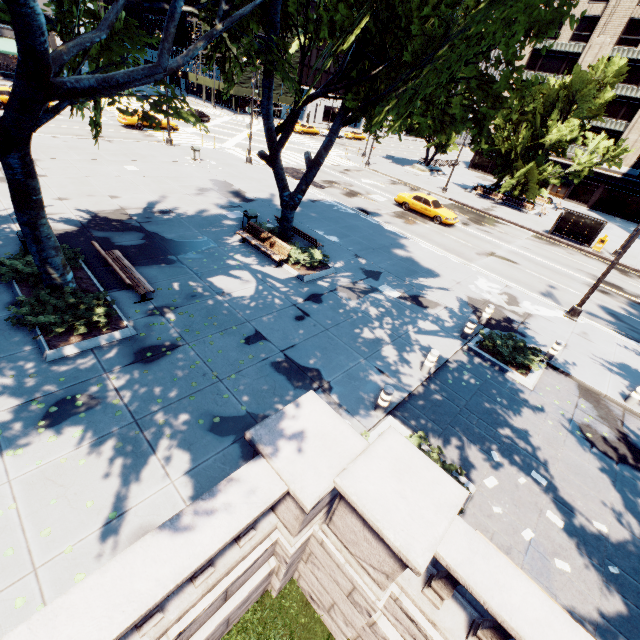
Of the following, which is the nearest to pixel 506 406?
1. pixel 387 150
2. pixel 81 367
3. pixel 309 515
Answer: pixel 309 515

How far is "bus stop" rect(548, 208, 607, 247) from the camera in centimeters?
2716cm

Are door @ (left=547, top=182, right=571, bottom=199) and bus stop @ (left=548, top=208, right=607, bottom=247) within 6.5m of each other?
no

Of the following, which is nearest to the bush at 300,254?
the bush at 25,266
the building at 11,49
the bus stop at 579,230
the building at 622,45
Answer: the bush at 25,266

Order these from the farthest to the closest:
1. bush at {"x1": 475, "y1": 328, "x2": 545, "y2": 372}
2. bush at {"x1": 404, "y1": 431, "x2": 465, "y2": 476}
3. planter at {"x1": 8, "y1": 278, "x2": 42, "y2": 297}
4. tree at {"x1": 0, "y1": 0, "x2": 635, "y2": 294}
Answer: bush at {"x1": 475, "y1": 328, "x2": 545, "y2": 372} → planter at {"x1": 8, "y1": 278, "x2": 42, "y2": 297} → bush at {"x1": 404, "y1": 431, "x2": 465, "y2": 476} → tree at {"x1": 0, "y1": 0, "x2": 635, "y2": 294}

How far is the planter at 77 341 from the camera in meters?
7.7 m

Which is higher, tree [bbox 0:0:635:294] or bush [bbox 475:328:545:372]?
tree [bbox 0:0:635:294]

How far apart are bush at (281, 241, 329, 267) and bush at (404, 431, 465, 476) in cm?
775
